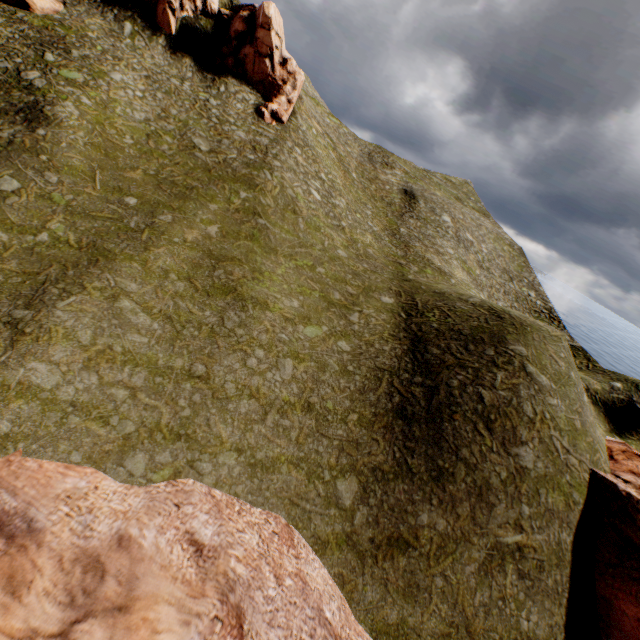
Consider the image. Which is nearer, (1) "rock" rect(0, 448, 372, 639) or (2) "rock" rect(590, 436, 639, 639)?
(1) "rock" rect(0, 448, 372, 639)

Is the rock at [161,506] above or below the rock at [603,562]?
below

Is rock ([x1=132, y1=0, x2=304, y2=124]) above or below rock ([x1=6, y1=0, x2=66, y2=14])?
above

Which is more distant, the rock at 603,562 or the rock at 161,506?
the rock at 603,562

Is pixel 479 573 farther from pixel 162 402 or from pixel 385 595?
pixel 162 402

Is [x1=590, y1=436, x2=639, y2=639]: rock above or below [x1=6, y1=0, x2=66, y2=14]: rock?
below

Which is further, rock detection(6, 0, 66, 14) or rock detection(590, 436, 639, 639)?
rock detection(6, 0, 66, 14)
